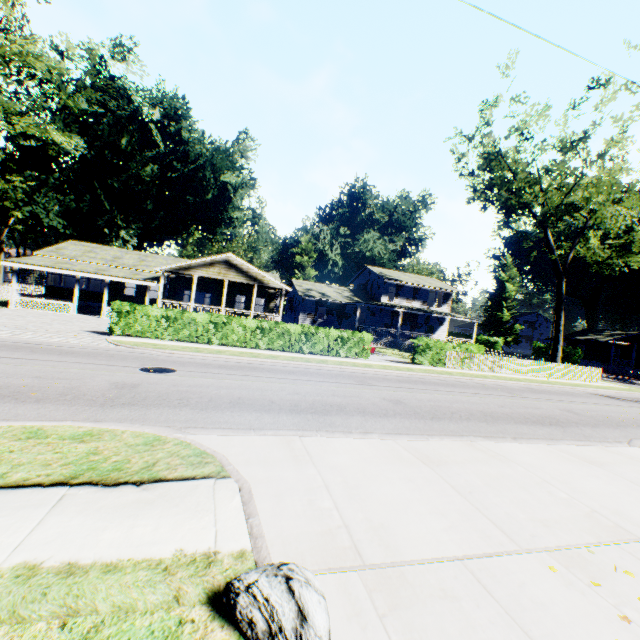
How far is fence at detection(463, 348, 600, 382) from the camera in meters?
22.9

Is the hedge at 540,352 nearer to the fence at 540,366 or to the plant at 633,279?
the fence at 540,366

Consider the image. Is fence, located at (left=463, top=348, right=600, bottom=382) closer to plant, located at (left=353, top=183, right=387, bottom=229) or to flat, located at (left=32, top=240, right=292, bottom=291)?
plant, located at (left=353, top=183, right=387, bottom=229)

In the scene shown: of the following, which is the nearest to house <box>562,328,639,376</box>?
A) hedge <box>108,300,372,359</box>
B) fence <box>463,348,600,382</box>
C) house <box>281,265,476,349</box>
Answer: fence <box>463,348,600,382</box>

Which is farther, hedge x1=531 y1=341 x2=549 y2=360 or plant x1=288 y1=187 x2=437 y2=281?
plant x1=288 y1=187 x2=437 y2=281

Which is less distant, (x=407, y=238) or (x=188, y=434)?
(x=188, y=434)

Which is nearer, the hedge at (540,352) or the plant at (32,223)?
the plant at (32,223)

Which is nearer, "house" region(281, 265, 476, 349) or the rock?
the rock
